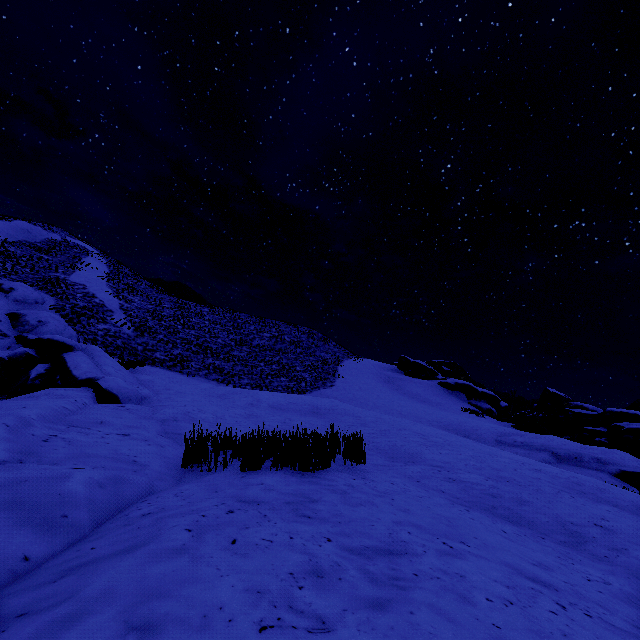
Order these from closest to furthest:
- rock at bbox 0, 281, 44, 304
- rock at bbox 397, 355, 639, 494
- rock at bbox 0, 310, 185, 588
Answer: rock at bbox 0, 310, 185, 588 < rock at bbox 397, 355, 639, 494 < rock at bbox 0, 281, 44, 304

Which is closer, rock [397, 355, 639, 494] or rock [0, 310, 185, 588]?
rock [0, 310, 185, 588]

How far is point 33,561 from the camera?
1.80m

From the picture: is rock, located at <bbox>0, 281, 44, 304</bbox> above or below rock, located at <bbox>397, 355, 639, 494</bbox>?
below

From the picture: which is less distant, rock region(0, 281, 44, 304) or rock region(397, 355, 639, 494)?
rock region(397, 355, 639, 494)

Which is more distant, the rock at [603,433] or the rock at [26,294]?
the rock at [26,294]

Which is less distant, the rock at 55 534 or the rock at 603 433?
the rock at 55 534
